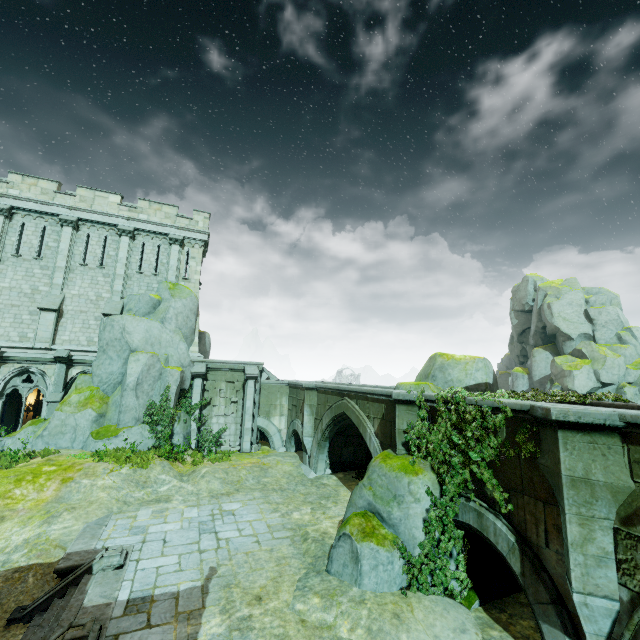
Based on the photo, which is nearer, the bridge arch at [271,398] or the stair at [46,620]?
the stair at [46,620]

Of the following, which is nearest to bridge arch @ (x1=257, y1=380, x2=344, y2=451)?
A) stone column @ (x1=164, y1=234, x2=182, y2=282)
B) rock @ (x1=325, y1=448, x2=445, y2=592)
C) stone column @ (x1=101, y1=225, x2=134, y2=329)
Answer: rock @ (x1=325, y1=448, x2=445, y2=592)

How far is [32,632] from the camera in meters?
7.4 m

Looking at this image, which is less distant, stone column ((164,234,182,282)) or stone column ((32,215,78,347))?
stone column ((32,215,78,347))

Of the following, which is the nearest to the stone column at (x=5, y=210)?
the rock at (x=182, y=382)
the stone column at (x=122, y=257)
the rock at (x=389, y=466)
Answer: the rock at (x=182, y=382)

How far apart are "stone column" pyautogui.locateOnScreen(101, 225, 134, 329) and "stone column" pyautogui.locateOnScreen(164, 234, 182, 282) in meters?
2.0 m

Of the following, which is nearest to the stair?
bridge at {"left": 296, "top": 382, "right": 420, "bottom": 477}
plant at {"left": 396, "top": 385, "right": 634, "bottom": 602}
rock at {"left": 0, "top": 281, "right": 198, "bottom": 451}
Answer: plant at {"left": 396, "top": 385, "right": 634, "bottom": 602}

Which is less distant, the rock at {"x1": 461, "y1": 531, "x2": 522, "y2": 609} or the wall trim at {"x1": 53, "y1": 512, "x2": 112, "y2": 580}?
the rock at {"x1": 461, "y1": 531, "x2": 522, "y2": 609}
